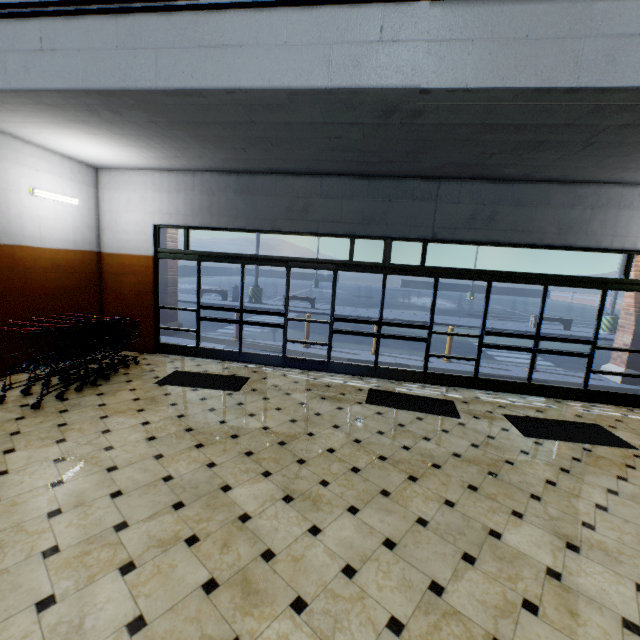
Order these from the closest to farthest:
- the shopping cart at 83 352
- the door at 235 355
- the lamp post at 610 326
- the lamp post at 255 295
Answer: the shopping cart at 83 352, the door at 235 355, the lamp post at 610 326, the lamp post at 255 295

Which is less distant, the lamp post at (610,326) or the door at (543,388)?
the door at (543,388)

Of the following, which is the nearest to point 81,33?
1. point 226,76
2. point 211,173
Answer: point 226,76

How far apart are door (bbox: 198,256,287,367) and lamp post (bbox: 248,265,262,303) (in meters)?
10.92

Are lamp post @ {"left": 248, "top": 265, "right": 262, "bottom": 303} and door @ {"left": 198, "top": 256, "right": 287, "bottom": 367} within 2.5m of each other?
no

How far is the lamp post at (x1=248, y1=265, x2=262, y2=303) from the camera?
18.1m

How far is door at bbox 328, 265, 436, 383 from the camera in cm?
641

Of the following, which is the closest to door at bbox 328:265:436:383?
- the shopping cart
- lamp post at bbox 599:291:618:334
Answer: the shopping cart
